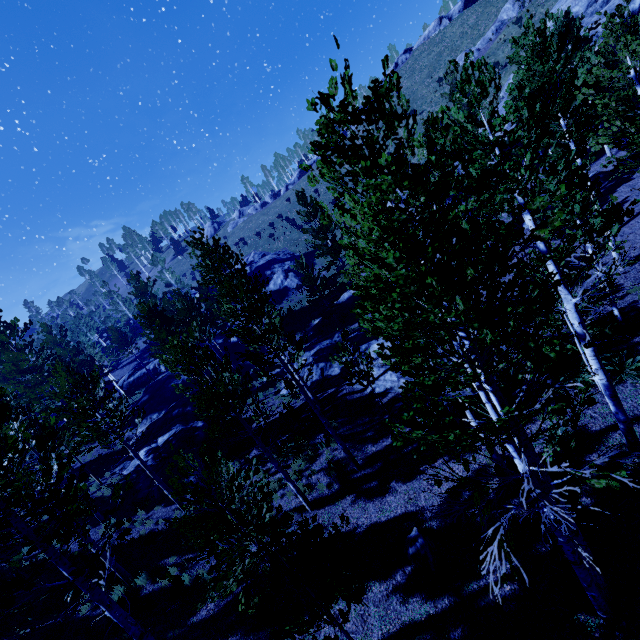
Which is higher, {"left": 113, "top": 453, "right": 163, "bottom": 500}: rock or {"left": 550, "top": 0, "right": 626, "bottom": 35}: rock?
{"left": 550, "top": 0, "right": 626, "bottom": 35}: rock

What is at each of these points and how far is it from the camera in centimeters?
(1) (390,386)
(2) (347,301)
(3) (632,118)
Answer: (1) rock, 1552cm
(2) rock, 3275cm
(3) instancedfoliageactor, 1572cm

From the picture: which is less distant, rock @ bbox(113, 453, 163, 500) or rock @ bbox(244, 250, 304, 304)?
rock @ bbox(113, 453, 163, 500)

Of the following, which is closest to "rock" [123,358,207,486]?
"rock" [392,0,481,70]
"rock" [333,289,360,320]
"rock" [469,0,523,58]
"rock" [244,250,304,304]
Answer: "rock" [333,289,360,320]

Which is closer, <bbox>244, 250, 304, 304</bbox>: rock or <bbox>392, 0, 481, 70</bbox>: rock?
<bbox>244, 250, 304, 304</bbox>: rock

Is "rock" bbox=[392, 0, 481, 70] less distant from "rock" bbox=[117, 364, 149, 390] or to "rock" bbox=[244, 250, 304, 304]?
"rock" bbox=[244, 250, 304, 304]

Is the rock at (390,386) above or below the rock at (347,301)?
below

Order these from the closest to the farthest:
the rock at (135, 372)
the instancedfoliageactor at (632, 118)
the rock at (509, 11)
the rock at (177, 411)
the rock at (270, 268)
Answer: the instancedfoliageactor at (632, 118) < the rock at (177, 411) < the rock at (509, 11) < the rock at (270, 268) < the rock at (135, 372)
